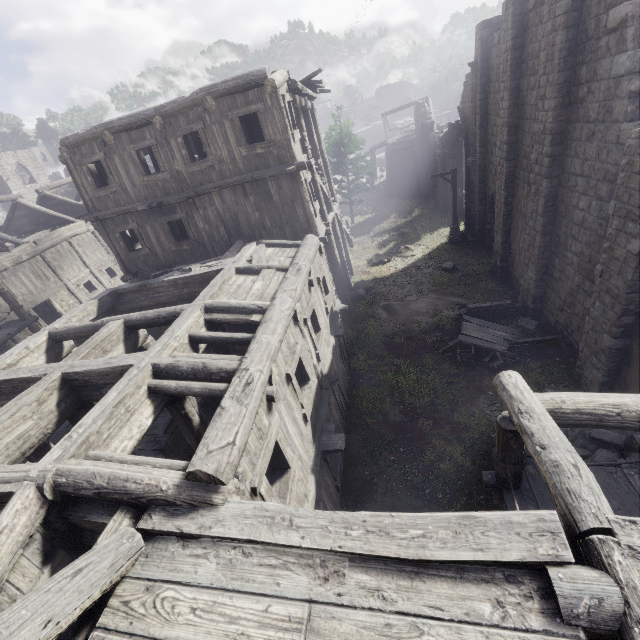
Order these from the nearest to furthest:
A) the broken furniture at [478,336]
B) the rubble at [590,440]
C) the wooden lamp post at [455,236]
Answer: the rubble at [590,440], the broken furniture at [478,336], the wooden lamp post at [455,236]

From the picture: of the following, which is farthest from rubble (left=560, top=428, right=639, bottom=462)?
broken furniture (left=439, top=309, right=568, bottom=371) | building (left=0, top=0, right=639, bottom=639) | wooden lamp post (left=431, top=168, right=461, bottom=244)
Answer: wooden lamp post (left=431, top=168, right=461, bottom=244)

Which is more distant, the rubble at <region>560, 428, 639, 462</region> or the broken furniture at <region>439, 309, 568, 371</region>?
the broken furniture at <region>439, 309, 568, 371</region>

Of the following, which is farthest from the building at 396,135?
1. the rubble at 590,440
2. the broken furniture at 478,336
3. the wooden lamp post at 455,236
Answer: the wooden lamp post at 455,236

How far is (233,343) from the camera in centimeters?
692cm

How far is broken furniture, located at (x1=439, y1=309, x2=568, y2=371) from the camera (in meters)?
11.98

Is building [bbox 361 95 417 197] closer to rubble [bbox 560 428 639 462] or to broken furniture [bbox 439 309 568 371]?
rubble [bbox 560 428 639 462]

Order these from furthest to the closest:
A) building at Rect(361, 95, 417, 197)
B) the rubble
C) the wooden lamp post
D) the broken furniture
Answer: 1. building at Rect(361, 95, 417, 197)
2. the wooden lamp post
3. the broken furniture
4. the rubble
